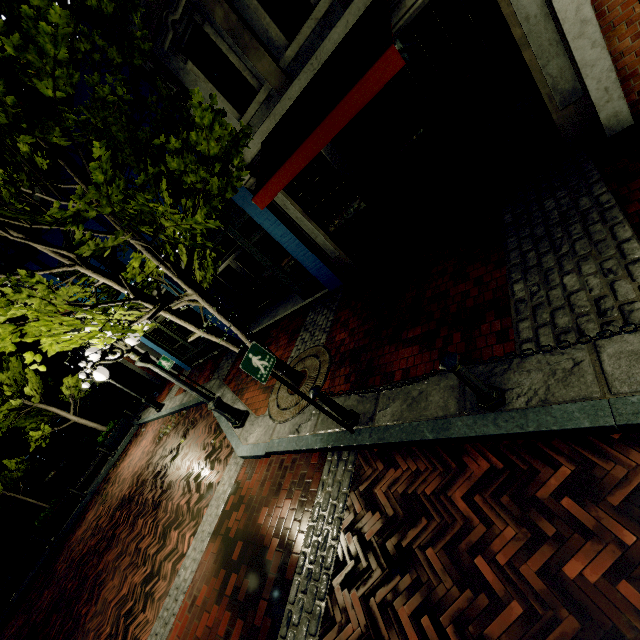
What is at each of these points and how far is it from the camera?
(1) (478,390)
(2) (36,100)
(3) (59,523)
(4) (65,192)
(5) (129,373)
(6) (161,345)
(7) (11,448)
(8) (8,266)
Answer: (1) post, 3.2 meters
(2) building, 7.0 meters
(3) planter, 13.2 meters
(4) building, 9.1 meters
(5) building, 20.3 meters
(6) building, 14.5 meters
(7) building, 18.9 meters
(8) building, 10.7 meters

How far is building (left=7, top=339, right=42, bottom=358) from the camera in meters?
20.5

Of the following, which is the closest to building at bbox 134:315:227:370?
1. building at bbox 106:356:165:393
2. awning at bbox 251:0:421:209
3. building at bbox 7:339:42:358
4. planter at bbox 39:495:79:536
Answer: awning at bbox 251:0:421:209

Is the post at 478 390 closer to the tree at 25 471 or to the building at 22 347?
the tree at 25 471

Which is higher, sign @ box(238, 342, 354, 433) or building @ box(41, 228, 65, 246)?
building @ box(41, 228, 65, 246)

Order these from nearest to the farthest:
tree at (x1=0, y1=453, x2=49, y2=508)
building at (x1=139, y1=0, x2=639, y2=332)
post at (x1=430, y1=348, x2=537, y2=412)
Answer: post at (x1=430, y1=348, x2=537, y2=412), building at (x1=139, y1=0, x2=639, y2=332), tree at (x1=0, y1=453, x2=49, y2=508)

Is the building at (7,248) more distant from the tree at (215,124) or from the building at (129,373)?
the building at (129,373)

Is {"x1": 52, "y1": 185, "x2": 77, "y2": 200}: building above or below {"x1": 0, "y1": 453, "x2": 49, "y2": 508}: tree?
above
